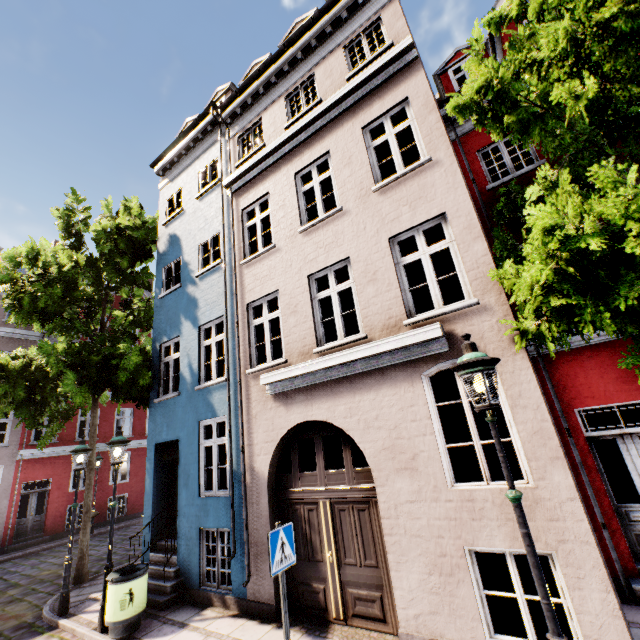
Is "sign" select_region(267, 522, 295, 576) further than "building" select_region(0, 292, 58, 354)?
No

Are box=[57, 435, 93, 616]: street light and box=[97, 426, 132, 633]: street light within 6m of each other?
yes

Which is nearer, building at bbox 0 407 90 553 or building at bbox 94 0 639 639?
building at bbox 94 0 639 639

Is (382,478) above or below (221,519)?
above

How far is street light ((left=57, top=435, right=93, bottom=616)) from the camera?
7.4m

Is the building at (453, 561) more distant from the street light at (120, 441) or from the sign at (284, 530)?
the sign at (284, 530)

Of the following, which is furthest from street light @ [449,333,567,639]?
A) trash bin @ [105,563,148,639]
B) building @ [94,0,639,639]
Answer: trash bin @ [105,563,148,639]
